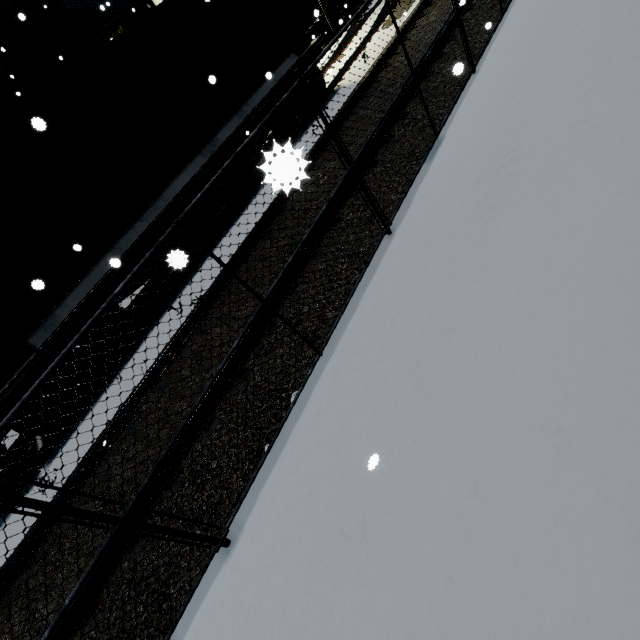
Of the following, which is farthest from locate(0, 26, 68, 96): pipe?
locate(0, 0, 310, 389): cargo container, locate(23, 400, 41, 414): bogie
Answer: locate(23, 400, 41, 414): bogie

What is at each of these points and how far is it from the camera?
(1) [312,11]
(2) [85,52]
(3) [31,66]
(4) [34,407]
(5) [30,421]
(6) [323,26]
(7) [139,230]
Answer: (1) building, 19.55m
(2) building, 13.64m
(3) pipe, 17.38m
(4) bogie, 6.09m
(5) bogie, 6.07m
(6) building, 20.23m
(7) flatcar, 6.94m

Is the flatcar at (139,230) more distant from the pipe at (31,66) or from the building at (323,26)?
the building at (323,26)

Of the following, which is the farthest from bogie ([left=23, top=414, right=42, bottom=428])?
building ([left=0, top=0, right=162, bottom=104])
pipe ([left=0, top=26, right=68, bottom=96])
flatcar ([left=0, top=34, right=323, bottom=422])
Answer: pipe ([left=0, top=26, right=68, bottom=96])

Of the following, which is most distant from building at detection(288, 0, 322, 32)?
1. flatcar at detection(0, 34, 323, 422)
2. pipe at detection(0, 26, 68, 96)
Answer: flatcar at detection(0, 34, 323, 422)

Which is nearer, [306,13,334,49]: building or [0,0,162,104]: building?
[0,0,162,104]: building

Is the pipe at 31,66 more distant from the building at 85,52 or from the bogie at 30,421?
the bogie at 30,421

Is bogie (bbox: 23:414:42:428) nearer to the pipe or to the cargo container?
the cargo container
